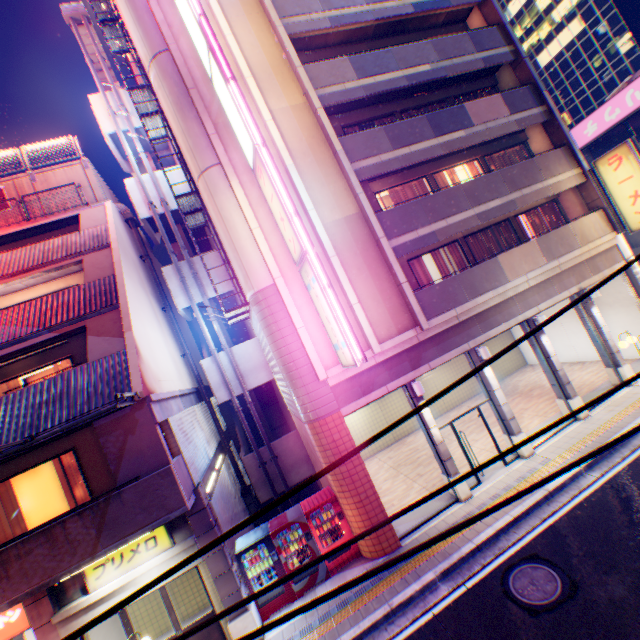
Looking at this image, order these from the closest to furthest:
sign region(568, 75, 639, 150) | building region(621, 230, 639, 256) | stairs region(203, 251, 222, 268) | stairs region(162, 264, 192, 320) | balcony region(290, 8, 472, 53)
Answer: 1. balcony region(290, 8, 472, 53)
2. stairs region(162, 264, 192, 320)
3. stairs region(203, 251, 222, 268)
4. sign region(568, 75, 639, 150)
5. building region(621, 230, 639, 256)

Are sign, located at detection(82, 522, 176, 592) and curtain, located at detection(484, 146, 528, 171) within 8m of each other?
no

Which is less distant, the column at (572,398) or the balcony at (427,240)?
the balcony at (427,240)

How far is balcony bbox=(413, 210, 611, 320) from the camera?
11.3m

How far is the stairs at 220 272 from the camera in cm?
1502

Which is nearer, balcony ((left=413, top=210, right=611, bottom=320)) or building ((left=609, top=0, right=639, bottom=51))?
balcony ((left=413, top=210, right=611, bottom=320))

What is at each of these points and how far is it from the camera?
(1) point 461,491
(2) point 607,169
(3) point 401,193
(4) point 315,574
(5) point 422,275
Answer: (1) column, 10.5m
(2) sign, 13.0m
(3) curtain, 13.8m
(4) vending machine, 9.7m
(5) curtain, 13.3m

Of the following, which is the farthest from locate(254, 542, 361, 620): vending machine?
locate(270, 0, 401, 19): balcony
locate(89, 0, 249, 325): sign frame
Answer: locate(270, 0, 401, 19): balcony
